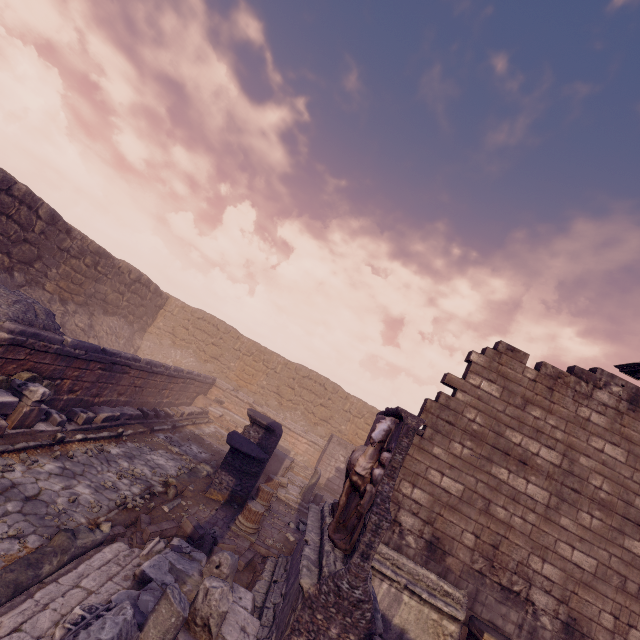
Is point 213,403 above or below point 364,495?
below

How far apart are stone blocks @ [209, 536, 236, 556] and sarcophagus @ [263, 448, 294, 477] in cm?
655

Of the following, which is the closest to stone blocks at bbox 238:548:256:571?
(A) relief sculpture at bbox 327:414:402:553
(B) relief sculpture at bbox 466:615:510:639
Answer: (A) relief sculpture at bbox 327:414:402:553

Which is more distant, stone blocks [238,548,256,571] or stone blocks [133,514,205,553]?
stone blocks [238,548,256,571]

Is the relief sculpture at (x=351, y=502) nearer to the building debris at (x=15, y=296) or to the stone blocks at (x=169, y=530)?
the stone blocks at (x=169, y=530)

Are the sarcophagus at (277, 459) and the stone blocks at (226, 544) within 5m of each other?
no

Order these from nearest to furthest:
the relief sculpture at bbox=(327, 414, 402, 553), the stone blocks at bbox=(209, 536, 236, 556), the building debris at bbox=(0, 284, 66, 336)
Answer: the relief sculpture at bbox=(327, 414, 402, 553)
the stone blocks at bbox=(209, 536, 236, 556)
the building debris at bbox=(0, 284, 66, 336)

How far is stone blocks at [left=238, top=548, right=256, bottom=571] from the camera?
6.5 meters
